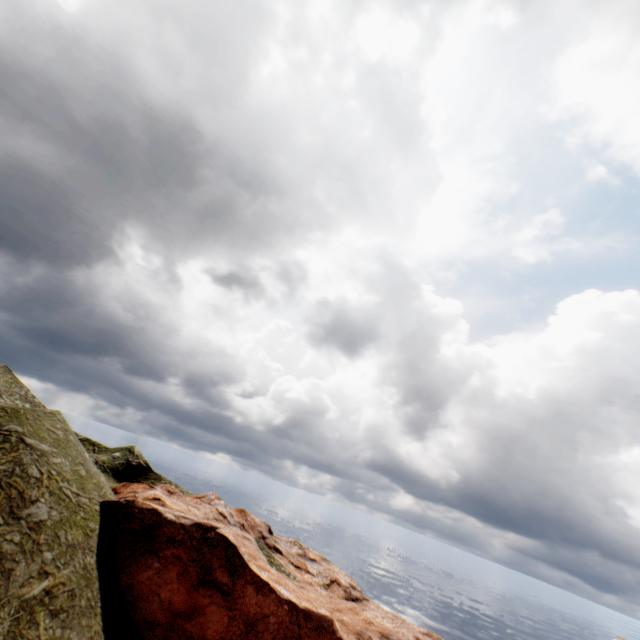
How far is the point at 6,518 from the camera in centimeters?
1888cm
